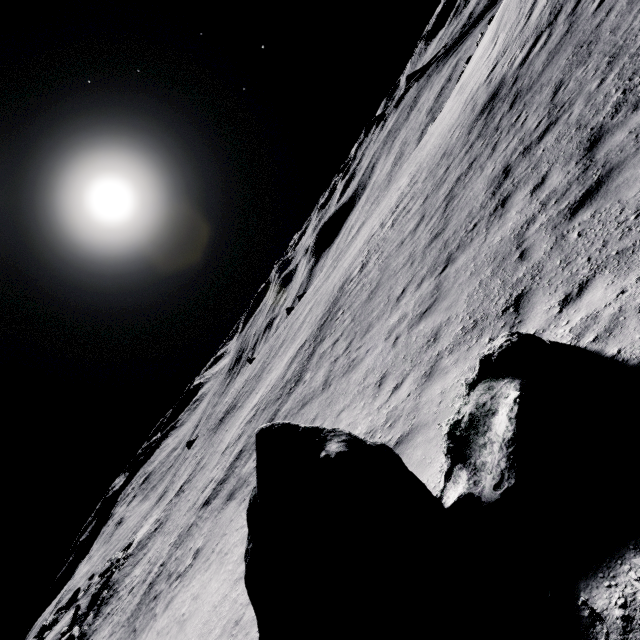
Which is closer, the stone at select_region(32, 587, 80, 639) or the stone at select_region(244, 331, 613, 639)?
the stone at select_region(244, 331, 613, 639)

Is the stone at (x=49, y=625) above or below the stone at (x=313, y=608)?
above

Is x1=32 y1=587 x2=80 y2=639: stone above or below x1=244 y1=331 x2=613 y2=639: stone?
above

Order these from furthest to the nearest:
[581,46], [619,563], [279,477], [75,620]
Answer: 1. [75,620]
2. [581,46]
3. [279,477]
4. [619,563]

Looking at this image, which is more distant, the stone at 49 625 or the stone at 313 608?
the stone at 49 625
